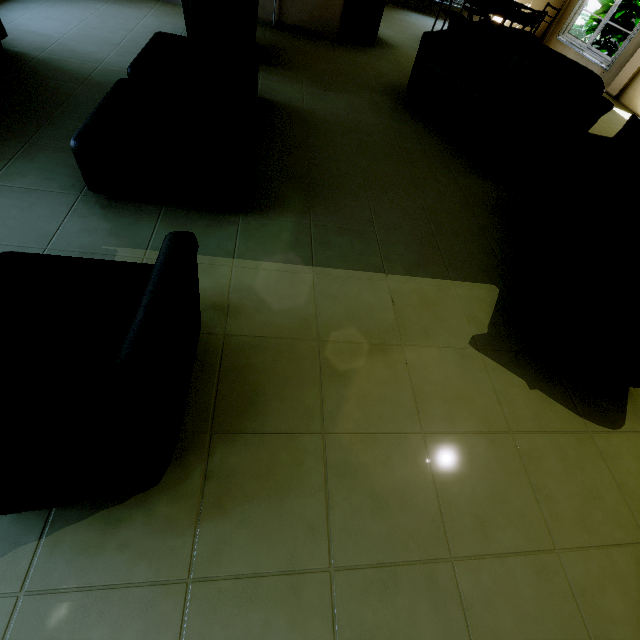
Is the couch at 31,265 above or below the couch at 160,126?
above

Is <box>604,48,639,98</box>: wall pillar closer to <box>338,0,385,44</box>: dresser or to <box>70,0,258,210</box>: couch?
<box>338,0,385,44</box>: dresser

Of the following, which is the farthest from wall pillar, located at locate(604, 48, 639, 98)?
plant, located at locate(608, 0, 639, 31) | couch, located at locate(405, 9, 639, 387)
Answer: couch, located at locate(405, 9, 639, 387)

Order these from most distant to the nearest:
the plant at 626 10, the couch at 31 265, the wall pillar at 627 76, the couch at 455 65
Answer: the plant at 626 10 < the wall pillar at 627 76 < the couch at 455 65 < the couch at 31 265

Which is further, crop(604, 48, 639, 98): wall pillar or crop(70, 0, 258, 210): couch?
crop(604, 48, 639, 98): wall pillar

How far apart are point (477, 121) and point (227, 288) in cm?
346

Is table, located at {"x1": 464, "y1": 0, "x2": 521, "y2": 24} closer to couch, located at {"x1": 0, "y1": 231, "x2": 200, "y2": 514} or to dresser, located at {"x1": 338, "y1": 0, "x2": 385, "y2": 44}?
dresser, located at {"x1": 338, "y1": 0, "x2": 385, "y2": 44}

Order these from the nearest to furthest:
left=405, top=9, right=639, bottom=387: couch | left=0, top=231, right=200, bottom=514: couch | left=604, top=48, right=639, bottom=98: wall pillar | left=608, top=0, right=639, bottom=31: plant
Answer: left=0, top=231, right=200, bottom=514: couch → left=405, top=9, right=639, bottom=387: couch → left=604, top=48, right=639, bottom=98: wall pillar → left=608, top=0, right=639, bottom=31: plant
